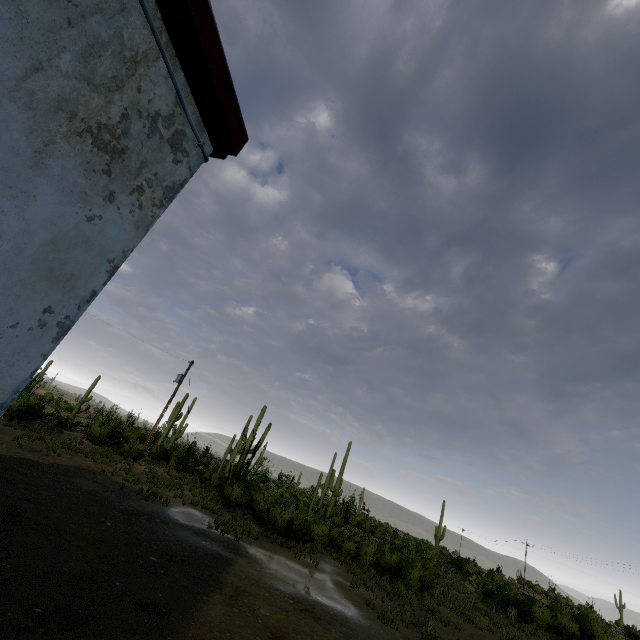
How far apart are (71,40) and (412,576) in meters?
22.3 m
